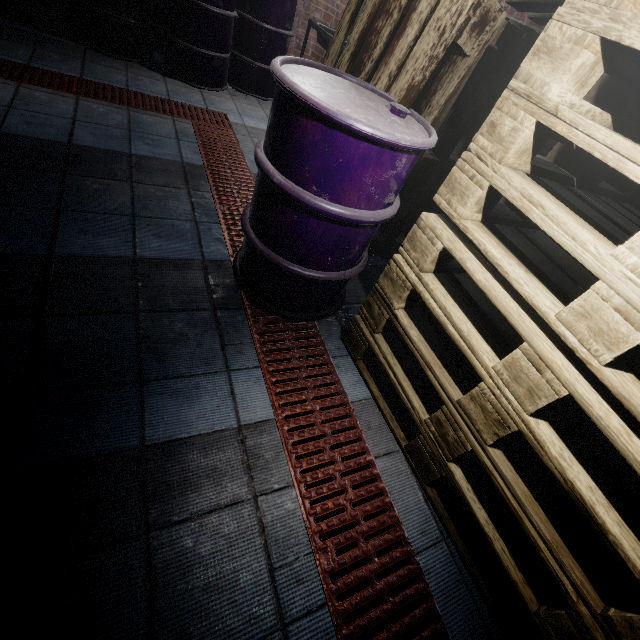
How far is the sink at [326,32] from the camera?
3.27m

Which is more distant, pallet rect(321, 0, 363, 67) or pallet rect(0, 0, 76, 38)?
pallet rect(0, 0, 76, 38)

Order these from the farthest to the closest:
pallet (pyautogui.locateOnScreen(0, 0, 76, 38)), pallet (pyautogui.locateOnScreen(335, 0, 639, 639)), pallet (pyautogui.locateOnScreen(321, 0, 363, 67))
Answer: pallet (pyautogui.locateOnScreen(0, 0, 76, 38))
pallet (pyautogui.locateOnScreen(321, 0, 363, 67))
pallet (pyautogui.locateOnScreen(335, 0, 639, 639))

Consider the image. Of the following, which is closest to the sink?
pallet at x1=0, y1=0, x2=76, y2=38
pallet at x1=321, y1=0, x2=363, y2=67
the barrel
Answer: pallet at x1=321, y1=0, x2=363, y2=67

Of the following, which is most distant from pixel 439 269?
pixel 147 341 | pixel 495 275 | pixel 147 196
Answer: pixel 147 196

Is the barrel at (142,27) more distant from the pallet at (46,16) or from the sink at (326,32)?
the sink at (326,32)

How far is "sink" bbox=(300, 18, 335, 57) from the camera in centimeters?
327cm

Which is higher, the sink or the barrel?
the sink
